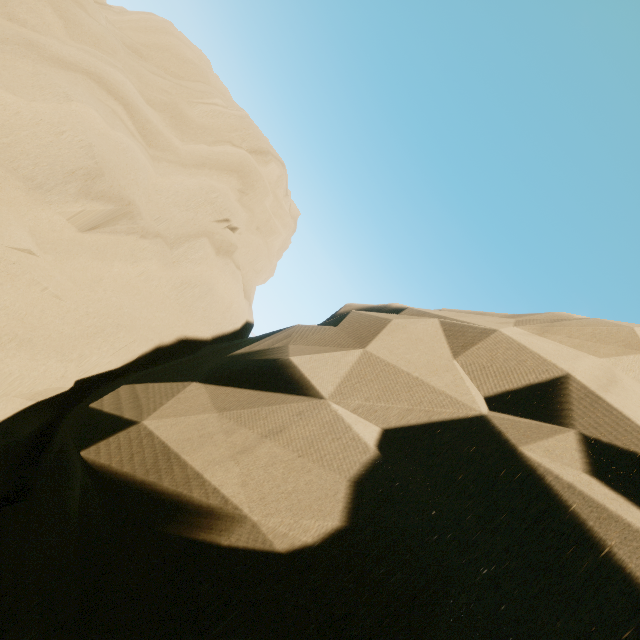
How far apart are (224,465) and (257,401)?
0.7m
